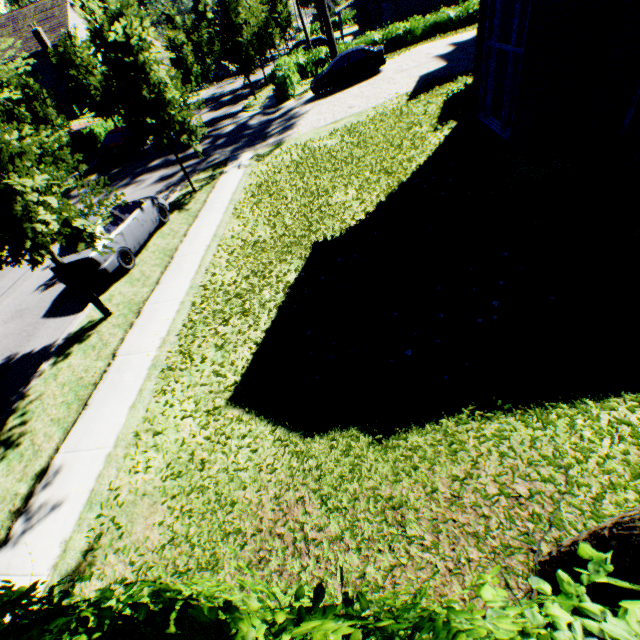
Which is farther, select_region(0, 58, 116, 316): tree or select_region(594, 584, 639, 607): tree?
select_region(0, 58, 116, 316): tree

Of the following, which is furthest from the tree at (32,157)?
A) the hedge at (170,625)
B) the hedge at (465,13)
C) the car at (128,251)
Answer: the hedge at (465,13)

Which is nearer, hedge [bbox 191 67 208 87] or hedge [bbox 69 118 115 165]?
hedge [bbox 69 118 115 165]

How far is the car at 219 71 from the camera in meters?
45.0

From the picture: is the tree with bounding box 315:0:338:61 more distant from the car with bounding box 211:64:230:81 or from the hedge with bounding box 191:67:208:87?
the hedge with bounding box 191:67:208:87

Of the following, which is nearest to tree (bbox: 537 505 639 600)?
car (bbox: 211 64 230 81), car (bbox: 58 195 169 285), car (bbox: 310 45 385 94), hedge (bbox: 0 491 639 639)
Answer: hedge (bbox: 0 491 639 639)

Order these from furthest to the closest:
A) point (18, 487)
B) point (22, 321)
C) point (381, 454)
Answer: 1. point (22, 321)
2. point (18, 487)
3. point (381, 454)

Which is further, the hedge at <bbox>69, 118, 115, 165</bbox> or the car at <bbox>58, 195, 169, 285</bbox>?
the hedge at <bbox>69, 118, 115, 165</bbox>
